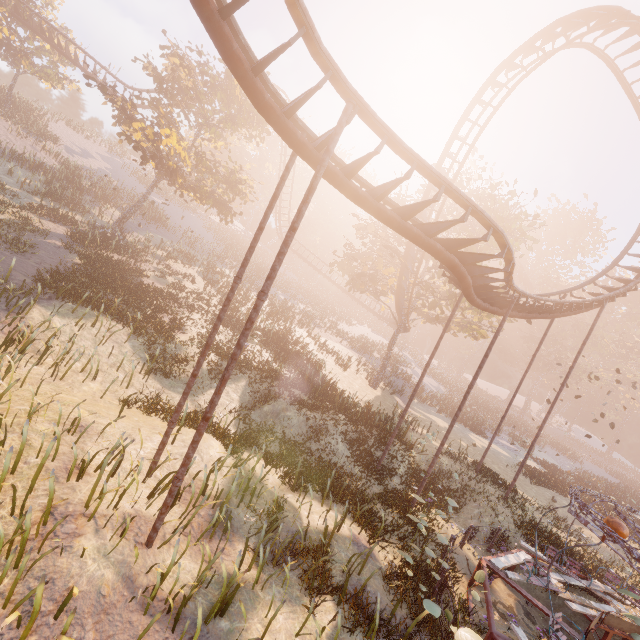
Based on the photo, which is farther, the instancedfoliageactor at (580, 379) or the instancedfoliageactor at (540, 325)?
the instancedfoliageactor at (540, 325)

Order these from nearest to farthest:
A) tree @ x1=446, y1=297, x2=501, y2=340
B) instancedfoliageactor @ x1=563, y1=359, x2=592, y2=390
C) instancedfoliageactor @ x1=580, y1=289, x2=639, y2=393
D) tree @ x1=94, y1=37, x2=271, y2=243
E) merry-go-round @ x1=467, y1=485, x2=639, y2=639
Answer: merry-go-round @ x1=467, y1=485, x2=639, y2=639 → tree @ x1=94, y1=37, x2=271, y2=243 → tree @ x1=446, y1=297, x2=501, y2=340 → instancedfoliageactor @ x1=563, y1=359, x2=592, y2=390 → instancedfoliageactor @ x1=580, y1=289, x2=639, y2=393

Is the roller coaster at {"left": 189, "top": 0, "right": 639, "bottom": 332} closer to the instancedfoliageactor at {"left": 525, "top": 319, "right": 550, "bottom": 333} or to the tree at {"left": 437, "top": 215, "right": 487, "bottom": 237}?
the tree at {"left": 437, "top": 215, "right": 487, "bottom": 237}

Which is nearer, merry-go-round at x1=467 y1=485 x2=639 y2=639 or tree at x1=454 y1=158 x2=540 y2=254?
merry-go-round at x1=467 y1=485 x2=639 y2=639

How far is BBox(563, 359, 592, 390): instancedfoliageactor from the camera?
51.0 meters

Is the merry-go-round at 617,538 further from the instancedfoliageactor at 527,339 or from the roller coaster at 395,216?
the instancedfoliageactor at 527,339

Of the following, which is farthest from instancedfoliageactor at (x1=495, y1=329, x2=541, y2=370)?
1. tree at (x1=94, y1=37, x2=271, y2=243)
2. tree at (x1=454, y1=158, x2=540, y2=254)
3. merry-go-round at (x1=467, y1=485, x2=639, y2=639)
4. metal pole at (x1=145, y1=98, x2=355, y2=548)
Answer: tree at (x1=94, y1=37, x2=271, y2=243)

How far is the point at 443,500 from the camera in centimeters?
1526cm
